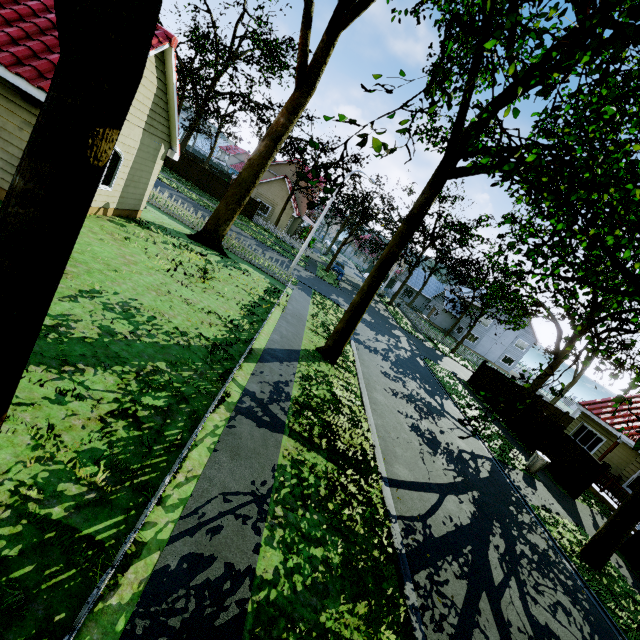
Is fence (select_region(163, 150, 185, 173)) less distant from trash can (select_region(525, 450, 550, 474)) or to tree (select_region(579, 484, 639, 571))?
tree (select_region(579, 484, 639, 571))

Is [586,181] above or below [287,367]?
above

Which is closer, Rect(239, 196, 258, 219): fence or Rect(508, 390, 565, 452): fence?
Rect(508, 390, 565, 452): fence

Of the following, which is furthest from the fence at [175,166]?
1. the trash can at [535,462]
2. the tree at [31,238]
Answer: the trash can at [535,462]

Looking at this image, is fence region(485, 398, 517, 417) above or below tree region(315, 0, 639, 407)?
below

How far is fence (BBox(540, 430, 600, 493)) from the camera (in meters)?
14.89

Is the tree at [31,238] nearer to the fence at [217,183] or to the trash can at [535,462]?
the fence at [217,183]
